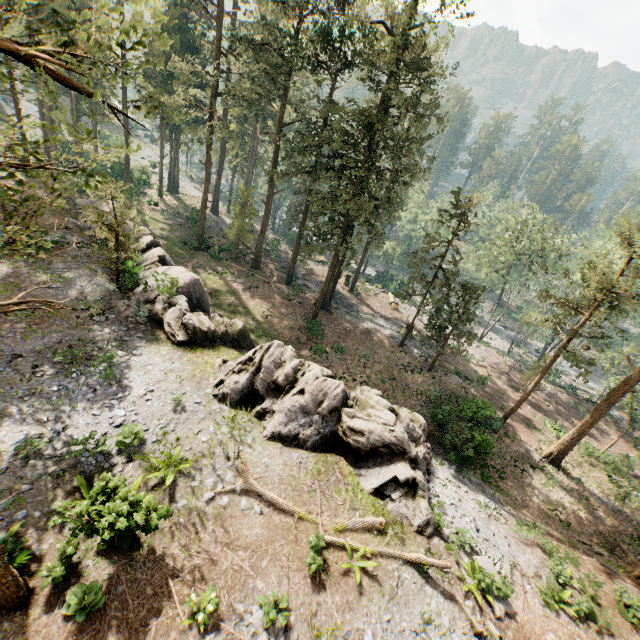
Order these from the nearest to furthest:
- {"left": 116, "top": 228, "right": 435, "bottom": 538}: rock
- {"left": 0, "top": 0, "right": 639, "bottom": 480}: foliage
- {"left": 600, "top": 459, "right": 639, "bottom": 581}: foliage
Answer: {"left": 0, "top": 0, "right": 639, "bottom": 480}: foliage, {"left": 116, "top": 228, "right": 435, "bottom": 538}: rock, {"left": 600, "top": 459, "right": 639, "bottom": 581}: foliage

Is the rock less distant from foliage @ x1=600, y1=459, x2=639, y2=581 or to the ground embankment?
foliage @ x1=600, y1=459, x2=639, y2=581

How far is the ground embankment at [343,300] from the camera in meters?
39.9 m

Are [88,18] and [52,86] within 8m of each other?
yes

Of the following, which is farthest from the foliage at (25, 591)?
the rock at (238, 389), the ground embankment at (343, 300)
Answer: the rock at (238, 389)

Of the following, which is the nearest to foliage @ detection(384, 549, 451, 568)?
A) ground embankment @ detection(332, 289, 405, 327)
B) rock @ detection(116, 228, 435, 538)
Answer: ground embankment @ detection(332, 289, 405, 327)

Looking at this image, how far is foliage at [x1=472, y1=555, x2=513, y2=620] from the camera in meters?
11.9
